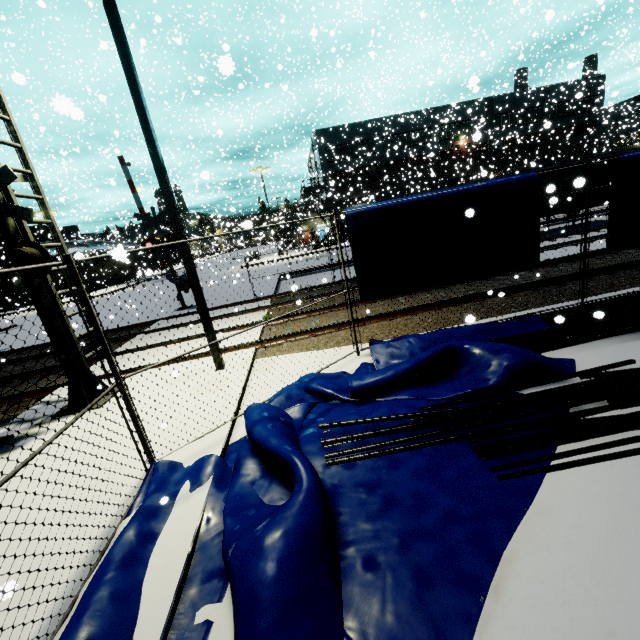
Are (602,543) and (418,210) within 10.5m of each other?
yes

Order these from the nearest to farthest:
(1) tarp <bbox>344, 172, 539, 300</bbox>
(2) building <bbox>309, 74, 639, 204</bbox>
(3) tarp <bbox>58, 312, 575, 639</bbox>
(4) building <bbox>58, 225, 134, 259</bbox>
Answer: (3) tarp <bbox>58, 312, 575, 639</bbox>, (1) tarp <bbox>344, 172, 539, 300</bbox>, (4) building <bbox>58, 225, 134, 259</bbox>, (2) building <bbox>309, 74, 639, 204</bbox>

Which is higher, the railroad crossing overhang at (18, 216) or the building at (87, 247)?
the building at (87, 247)

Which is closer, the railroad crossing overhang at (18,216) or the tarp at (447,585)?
the tarp at (447,585)

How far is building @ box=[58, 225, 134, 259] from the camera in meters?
8.4 m

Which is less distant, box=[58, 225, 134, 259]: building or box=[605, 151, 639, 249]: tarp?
box=[605, 151, 639, 249]: tarp

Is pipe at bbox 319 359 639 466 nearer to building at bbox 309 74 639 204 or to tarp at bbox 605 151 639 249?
tarp at bbox 605 151 639 249
